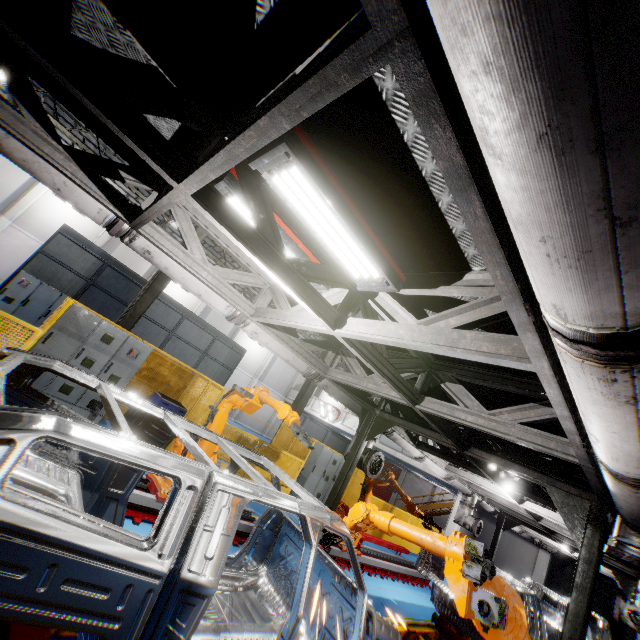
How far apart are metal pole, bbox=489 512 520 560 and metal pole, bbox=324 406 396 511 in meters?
9.6 m

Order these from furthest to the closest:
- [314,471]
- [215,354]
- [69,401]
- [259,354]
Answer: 1. [259,354]
2. [215,354]
3. [314,471]
4. [69,401]

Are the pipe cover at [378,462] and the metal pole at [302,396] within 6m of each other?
no

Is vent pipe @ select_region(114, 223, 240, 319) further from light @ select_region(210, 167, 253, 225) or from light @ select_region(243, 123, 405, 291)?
light @ select_region(243, 123, 405, 291)

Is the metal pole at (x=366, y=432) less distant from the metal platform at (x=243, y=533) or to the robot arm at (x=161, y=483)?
the metal platform at (x=243, y=533)

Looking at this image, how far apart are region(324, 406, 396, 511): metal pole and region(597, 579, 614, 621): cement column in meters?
25.9 m

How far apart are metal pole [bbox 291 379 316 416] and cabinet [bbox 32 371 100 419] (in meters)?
6.65

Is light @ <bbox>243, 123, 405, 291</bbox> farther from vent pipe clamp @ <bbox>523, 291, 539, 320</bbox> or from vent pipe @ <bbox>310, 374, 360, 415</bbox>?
vent pipe @ <bbox>310, 374, 360, 415</bbox>
